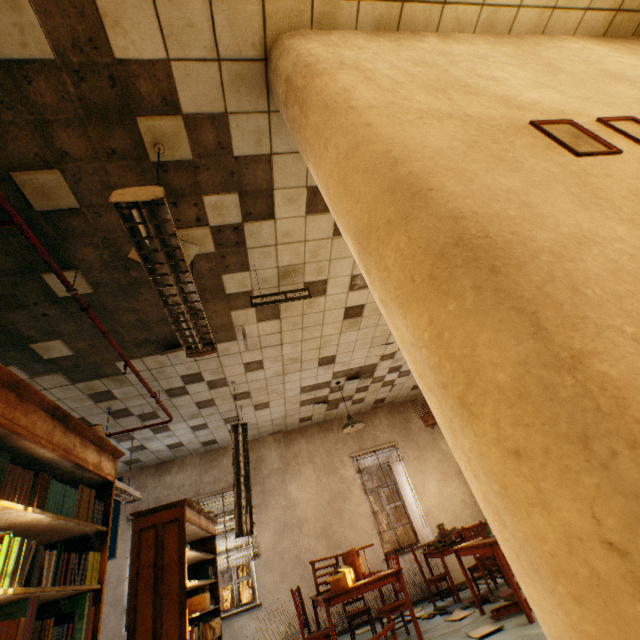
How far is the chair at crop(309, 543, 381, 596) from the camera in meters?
4.7 m

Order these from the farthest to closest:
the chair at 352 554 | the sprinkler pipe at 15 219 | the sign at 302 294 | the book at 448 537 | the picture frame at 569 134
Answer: the book at 448 537
the chair at 352 554
the sign at 302 294
the sprinkler pipe at 15 219
the picture frame at 569 134

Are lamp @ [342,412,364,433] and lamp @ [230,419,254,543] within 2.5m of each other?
yes

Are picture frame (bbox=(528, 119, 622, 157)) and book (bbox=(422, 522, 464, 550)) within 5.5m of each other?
no

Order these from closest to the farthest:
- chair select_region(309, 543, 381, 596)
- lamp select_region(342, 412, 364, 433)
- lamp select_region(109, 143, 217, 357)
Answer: lamp select_region(109, 143, 217, 357)
chair select_region(309, 543, 381, 596)
lamp select_region(342, 412, 364, 433)

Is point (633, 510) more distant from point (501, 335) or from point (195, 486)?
point (195, 486)

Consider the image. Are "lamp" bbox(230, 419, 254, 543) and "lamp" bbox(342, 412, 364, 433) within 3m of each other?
yes

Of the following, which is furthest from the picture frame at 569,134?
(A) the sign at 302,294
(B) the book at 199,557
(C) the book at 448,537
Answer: (C) the book at 448,537
